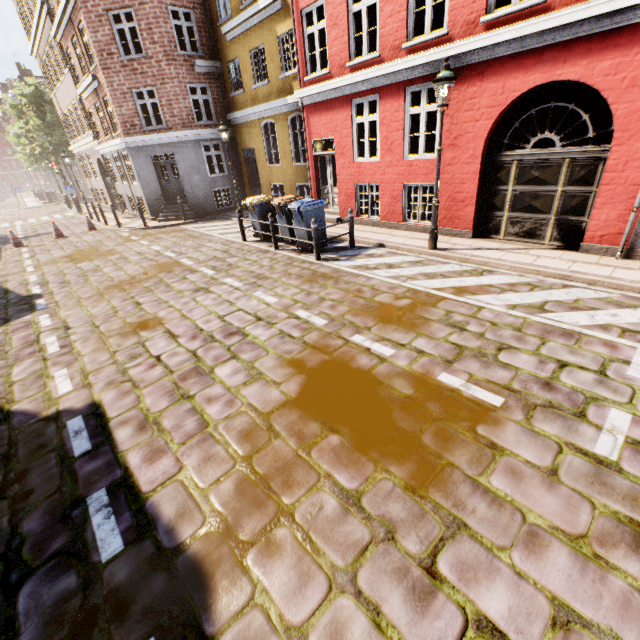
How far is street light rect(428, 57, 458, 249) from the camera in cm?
659

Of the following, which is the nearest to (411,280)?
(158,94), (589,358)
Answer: (589,358)

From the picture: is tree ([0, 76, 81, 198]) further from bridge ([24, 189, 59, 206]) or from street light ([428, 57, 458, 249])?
street light ([428, 57, 458, 249])

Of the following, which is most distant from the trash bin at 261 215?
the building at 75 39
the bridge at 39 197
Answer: the building at 75 39

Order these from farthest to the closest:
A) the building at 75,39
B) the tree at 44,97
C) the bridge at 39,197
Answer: the bridge at 39,197 → the tree at 44,97 → the building at 75,39

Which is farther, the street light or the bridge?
the bridge

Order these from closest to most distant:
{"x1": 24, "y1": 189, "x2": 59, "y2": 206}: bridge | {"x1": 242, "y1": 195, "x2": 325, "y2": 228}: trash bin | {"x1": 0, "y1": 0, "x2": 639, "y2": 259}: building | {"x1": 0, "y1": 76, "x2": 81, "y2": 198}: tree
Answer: {"x1": 0, "y1": 0, "x2": 639, "y2": 259}: building, {"x1": 242, "y1": 195, "x2": 325, "y2": 228}: trash bin, {"x1": 0, "y1": 76, "x2": 81, "y2": 198}: tree, {"x1": 24, "y1": 189, "x2": 59, "y2": 206}: bridge

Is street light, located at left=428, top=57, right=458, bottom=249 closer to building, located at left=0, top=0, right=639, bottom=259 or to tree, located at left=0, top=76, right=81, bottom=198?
tree, located at left=0, top=76, right=81, bottom=198
